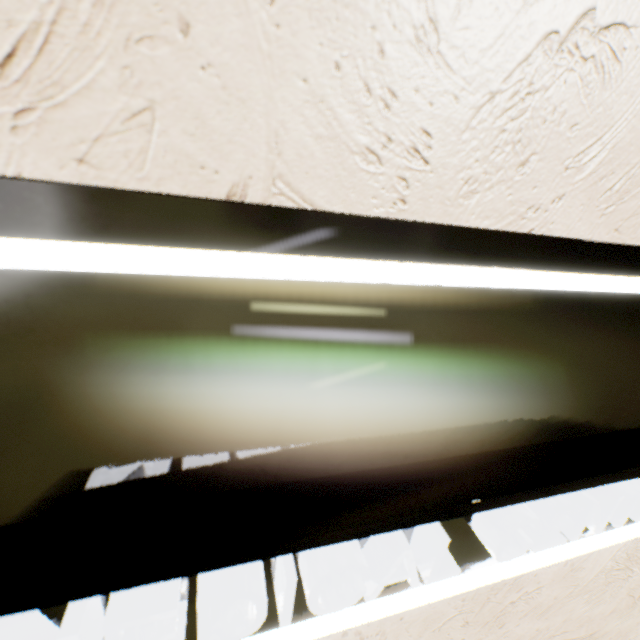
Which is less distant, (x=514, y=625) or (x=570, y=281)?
(x=570, y=281)
